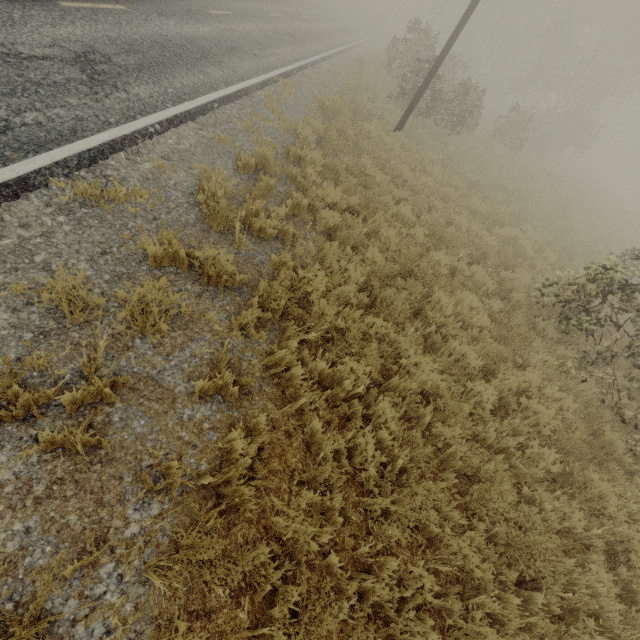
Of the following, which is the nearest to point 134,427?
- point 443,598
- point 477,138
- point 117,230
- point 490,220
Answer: point 117,230
